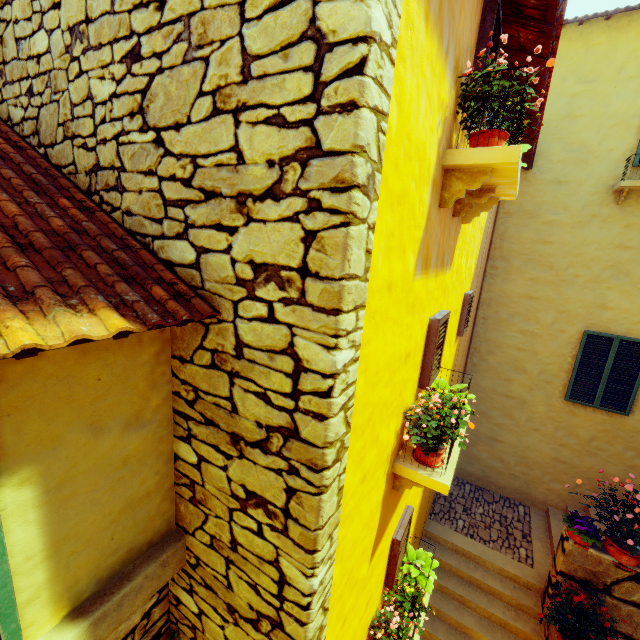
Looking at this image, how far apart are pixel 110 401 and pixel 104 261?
0.73m

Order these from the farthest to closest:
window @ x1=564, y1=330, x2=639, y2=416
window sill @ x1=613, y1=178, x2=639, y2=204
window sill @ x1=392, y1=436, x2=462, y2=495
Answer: window @ x1=564, y1=330, x2=639, y2=416 → window sill @ x1=613, y1=178, x2=639, y2=204 → window sill @ x1=392, y1=436, x2=462, y2=495

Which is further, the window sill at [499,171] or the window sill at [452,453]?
the window sill at [452,453]

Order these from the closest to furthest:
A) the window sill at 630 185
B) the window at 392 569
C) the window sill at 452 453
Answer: the window sill at 452 453, the window at 392 569, the window sill at 630 185

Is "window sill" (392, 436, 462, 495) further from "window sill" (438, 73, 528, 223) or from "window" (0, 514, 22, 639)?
"window sill" (438, 73, 528, 223)

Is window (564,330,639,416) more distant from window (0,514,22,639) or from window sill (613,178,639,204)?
window (0,514,22,639)

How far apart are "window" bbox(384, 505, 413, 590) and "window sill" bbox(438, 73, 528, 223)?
3.4 meters

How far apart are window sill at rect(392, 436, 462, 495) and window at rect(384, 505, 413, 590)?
0.9 meters
